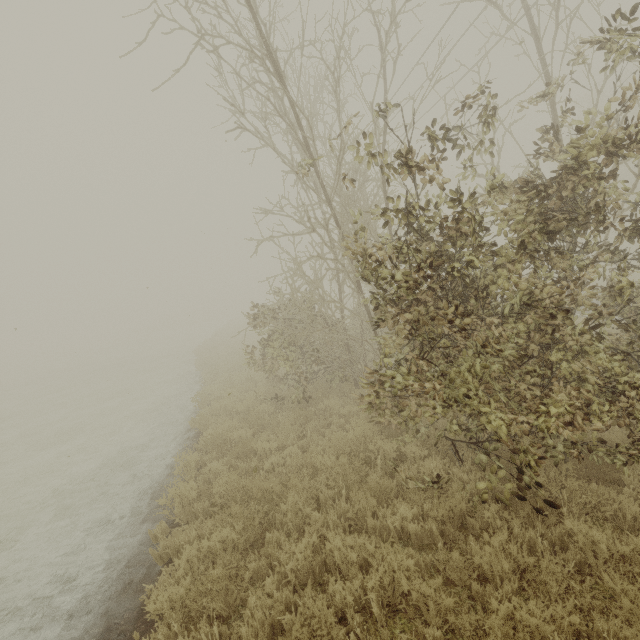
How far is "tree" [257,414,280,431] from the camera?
8.58m

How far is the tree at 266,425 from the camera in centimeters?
858cm

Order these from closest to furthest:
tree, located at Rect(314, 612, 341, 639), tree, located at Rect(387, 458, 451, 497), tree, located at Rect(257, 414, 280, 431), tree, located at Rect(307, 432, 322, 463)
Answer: tree, located at Rect(314, 612, 341, 639) → tree, located at Rect(387, 458, 451, 497) → tree, located at Rect(307, 432, 322, 463) → tree, located at Rect(257, 414, 280, 431)

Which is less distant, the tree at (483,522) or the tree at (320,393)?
the tree at (320,393)

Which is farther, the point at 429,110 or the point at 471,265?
the point at 429,110

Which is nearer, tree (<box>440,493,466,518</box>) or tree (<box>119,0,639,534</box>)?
tree (<box>119,0,639,534</box>)
